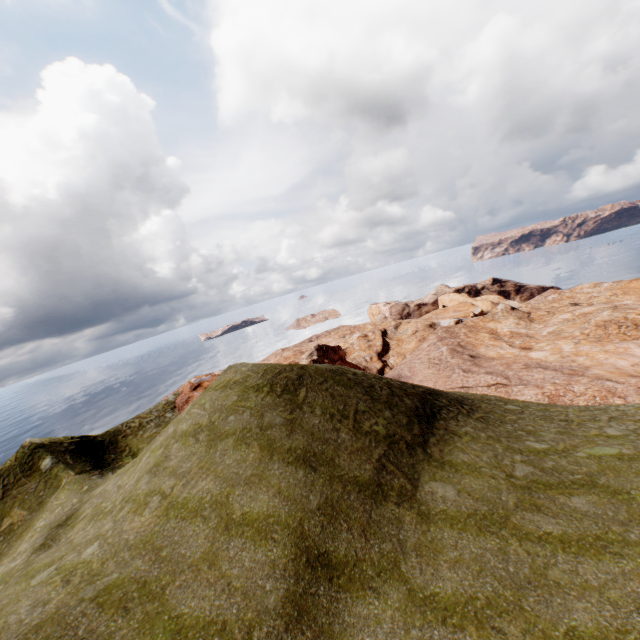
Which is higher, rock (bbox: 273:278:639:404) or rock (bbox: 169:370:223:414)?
rock (bbox: 169:370:223:414)

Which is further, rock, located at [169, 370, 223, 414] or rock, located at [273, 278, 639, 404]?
rock, located at [169, 370, 223, 414]

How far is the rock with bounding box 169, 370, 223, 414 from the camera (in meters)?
35.03

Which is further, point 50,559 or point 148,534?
point 50,559

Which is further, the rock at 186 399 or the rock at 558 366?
the rock at 186 399

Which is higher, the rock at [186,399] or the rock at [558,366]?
the rock at [186,399]
